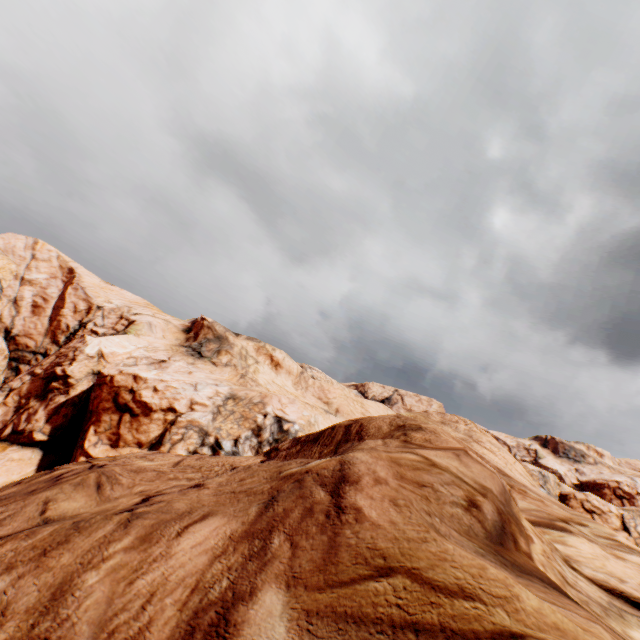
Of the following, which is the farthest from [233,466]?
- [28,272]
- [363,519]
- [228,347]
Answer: [28,272]
